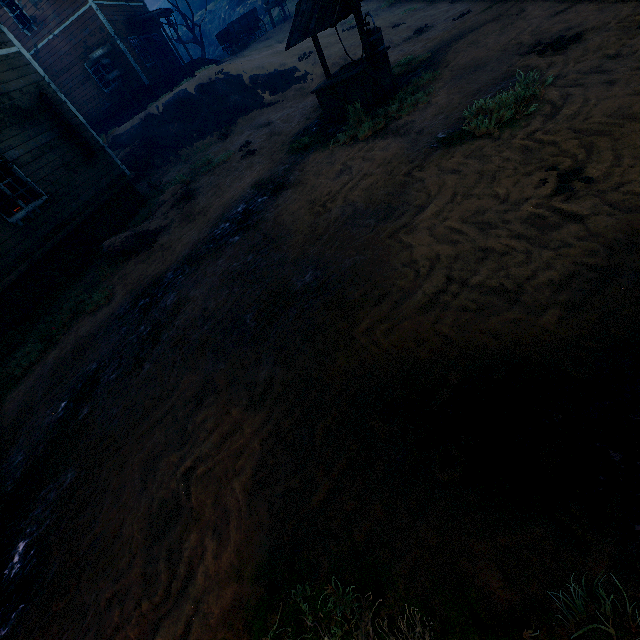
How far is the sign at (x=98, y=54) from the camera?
17.4 meters

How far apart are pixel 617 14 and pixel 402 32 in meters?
9.8

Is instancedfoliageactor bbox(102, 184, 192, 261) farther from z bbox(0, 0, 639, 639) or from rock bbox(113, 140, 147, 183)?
rock bbox(113, 140, 147, 183)

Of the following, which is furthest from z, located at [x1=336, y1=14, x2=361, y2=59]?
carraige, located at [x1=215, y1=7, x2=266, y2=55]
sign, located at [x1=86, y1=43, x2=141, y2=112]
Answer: carraige, located at [x1=215, y1=7, x2=266, y2=55]

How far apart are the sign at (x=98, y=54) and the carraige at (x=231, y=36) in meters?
8.2

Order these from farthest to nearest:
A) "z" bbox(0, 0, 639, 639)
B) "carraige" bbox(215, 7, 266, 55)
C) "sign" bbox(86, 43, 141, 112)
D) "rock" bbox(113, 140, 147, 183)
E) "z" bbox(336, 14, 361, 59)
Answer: "carraige" bbox(215, 7, 266, 55), "sign" bbox(86, 43, 141, 112), "rock" bbox(113, 140, 147, 183), "z" bbox(336, 14, 361, 59), "z" bbox(0, 0, 639, 639)

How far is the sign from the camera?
17.4m

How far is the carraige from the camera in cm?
2236
